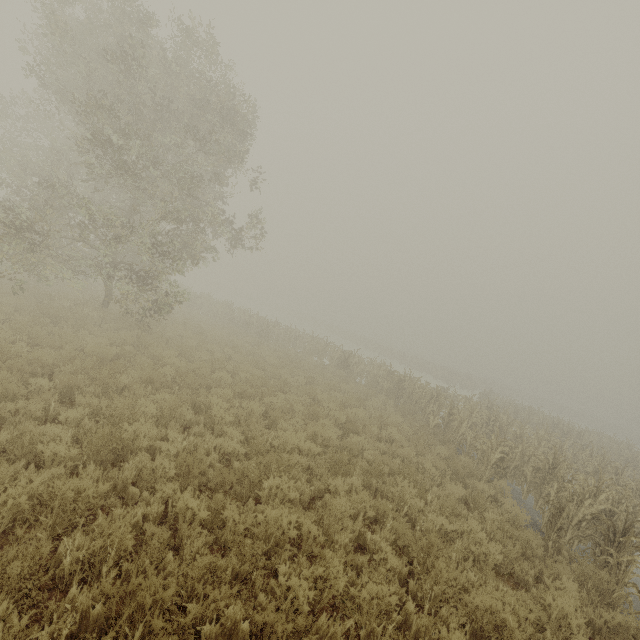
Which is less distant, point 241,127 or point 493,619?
point 493,619
